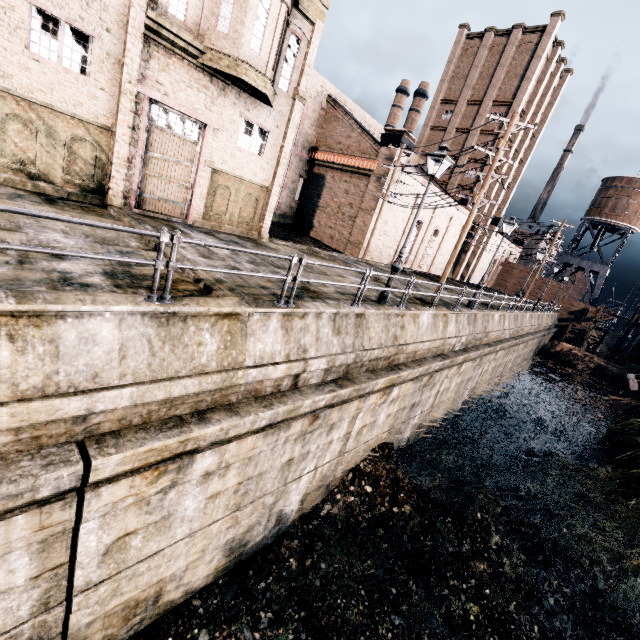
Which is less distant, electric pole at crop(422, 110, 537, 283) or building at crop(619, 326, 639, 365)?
electric pole at crop(422, 110, 537, 283)

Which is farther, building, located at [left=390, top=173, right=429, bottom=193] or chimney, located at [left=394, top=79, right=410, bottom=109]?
chimney, located at [left=394, top=79, right=410, bottom=109]

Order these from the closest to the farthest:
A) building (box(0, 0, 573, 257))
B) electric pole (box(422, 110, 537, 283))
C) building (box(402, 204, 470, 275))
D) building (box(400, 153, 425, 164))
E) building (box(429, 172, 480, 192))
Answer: building (box(0, 0, 573, 257)), electric pole (box(422, 110, 537, 283)), building (box(400, 153, 425, 164)), building (box(402, 204, 470, 275)), building (box(429, 172, 480, 192))

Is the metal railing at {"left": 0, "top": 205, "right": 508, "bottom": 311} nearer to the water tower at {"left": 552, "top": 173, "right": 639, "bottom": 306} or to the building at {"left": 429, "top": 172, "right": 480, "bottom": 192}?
the building at {"left": 429, "top": 172, "right": 480, "bottom": 192}

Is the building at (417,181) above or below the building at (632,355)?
above

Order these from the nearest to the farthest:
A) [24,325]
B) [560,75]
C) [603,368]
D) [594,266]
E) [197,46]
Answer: [24,325], [197,46], [603,368], [560,75], [594,266]

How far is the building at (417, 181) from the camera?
27.0 meters

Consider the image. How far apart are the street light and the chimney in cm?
5739
